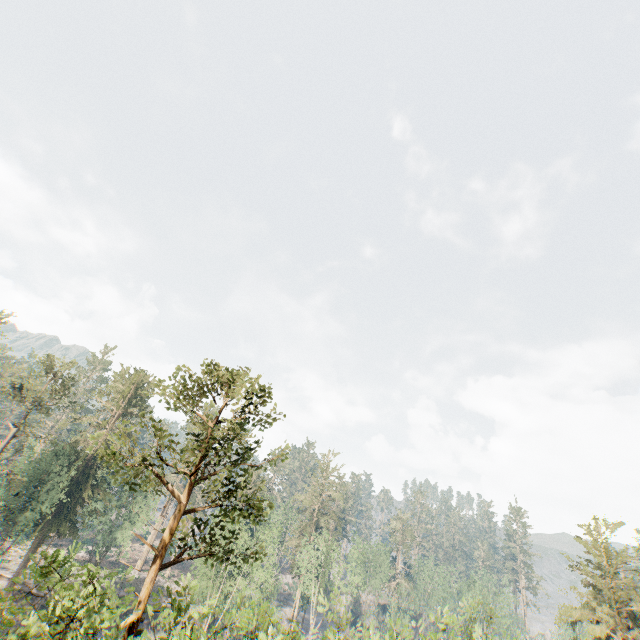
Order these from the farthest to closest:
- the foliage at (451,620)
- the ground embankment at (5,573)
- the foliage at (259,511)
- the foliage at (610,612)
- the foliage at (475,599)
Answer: the ground embankment at (5,573), the foliage at (610,612), the foliage at (475,599), the foliage at (451,620), the foliage at (259,511)

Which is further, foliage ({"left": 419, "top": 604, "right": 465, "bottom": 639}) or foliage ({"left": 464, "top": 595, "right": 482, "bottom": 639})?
foliage ({"left": 464, "top": 595, "right": 482, "bottom": 639})

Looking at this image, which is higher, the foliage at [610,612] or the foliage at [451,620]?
the foliage at [610,612]

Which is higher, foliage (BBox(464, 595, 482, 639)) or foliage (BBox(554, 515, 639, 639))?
foliage (BBox(554, 515, 639, 639))

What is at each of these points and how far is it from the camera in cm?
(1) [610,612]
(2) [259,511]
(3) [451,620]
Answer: (1) foliage, 3231
(2) foliage, 1411
(3) foliage, 1394
